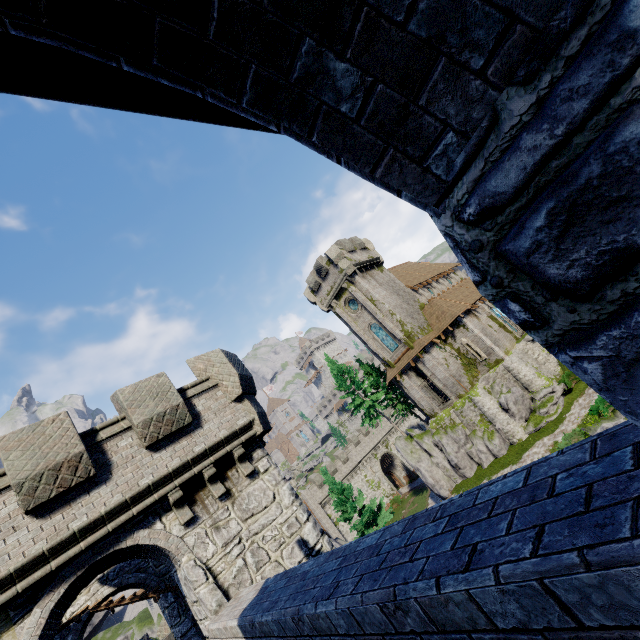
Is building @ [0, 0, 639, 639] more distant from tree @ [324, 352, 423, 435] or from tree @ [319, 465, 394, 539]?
tree @ [324, 352, 423, 435]

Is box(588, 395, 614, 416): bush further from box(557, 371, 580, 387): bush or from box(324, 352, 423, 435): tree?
box(324, 352, 423, 435): tree

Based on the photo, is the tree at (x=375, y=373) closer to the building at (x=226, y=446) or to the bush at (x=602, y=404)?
the bush at (x=602, y=404)

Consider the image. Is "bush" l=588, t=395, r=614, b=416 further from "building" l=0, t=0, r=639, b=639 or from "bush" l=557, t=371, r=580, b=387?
"building" l=0, t=0, r=639, b=639

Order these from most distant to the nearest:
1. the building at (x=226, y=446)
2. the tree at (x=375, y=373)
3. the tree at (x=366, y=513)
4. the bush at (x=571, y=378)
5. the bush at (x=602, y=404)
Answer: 1. the tree at (x=375, y=373)
2. the tree at (x=366, y=513)
3. the bush at (x=571, y=378)
4. the bush at (x=602, y=404)
5. the building at (x=226, y=446)

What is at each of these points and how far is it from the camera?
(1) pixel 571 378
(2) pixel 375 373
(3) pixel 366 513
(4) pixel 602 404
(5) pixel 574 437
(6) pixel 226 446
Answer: (1) bush, 25.92m
(2) tree, 41.78m
(3) tree, 27.09m
(4) bush, 20.77m
(5) bush, 20.50m
(6) building, 9.76m

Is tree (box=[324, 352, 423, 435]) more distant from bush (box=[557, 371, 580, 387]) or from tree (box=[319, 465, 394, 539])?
bush (box=[557, 371, 580, 387])

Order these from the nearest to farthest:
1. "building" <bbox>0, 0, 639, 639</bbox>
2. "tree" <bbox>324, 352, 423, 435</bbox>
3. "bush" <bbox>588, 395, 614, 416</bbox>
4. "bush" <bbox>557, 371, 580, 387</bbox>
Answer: "building" <bbox>0, 0, 639, 639</bbox>
"bush" <bbox>588, 395, 614, 416</bbox>
"bush" <bbox>557, 371, 580, 387</bbox>
"tree" <bbox>324, 352, 423, 435</bbox>
